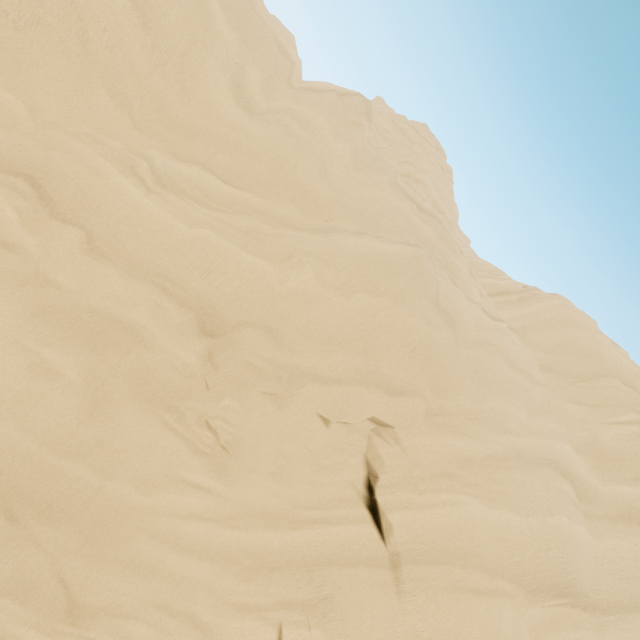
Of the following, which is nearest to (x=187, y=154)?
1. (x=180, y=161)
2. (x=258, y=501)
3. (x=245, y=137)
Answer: (x=180, y=161)
